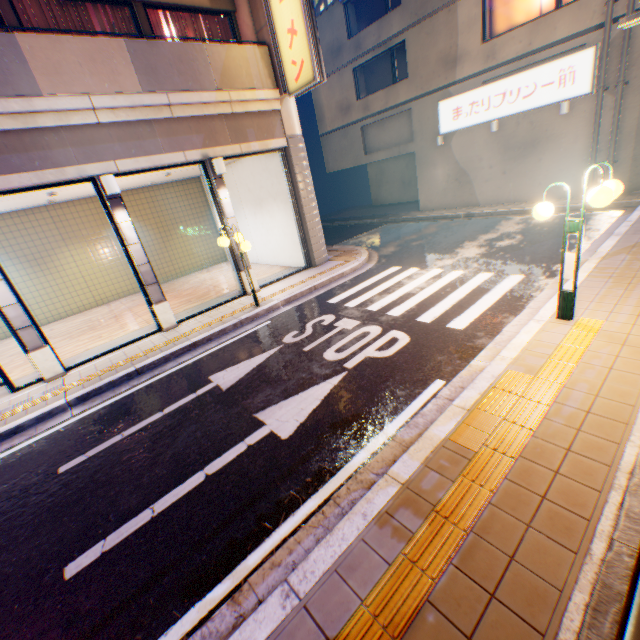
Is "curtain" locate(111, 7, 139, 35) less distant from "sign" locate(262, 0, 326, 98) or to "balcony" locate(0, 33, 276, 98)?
"balcony" locate(0, 33, 276, 98)

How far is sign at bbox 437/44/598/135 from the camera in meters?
11.9 m

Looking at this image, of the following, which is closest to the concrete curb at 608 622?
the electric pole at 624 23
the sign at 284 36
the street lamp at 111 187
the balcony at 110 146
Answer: the electric pole at 624 23

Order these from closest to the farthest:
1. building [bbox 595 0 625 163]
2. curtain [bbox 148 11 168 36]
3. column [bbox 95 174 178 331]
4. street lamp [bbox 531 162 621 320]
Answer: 1. street lamp [bbox 531 162 621 320]
2. column [bbox 95 174 178 331]
3. curtain [bbox 148 11 168 36]
4. building [bbox 595 0 625 163]

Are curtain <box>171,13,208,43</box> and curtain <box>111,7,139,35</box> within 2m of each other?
yes

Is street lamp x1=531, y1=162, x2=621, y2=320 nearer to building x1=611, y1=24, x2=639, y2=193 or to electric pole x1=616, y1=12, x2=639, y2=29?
electric pole x1=616, y1=12, x2=639, y2=29

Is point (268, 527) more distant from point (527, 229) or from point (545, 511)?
point (527, 229)

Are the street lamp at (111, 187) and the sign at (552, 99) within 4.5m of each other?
no
